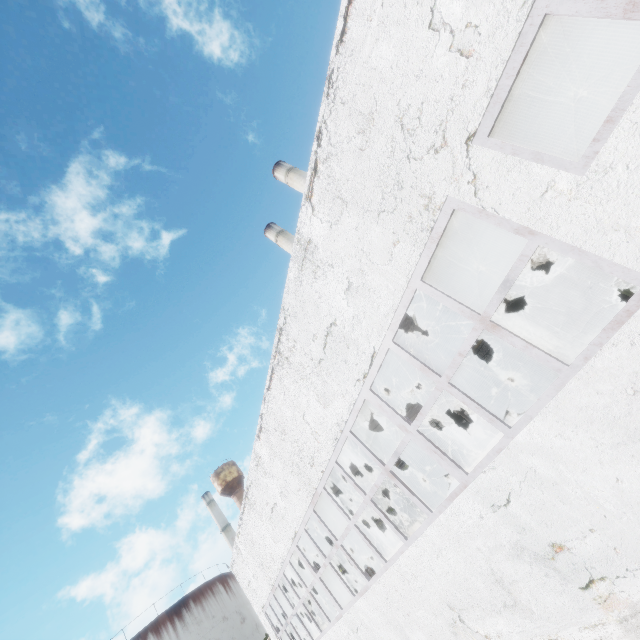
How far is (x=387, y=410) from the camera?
6.37m

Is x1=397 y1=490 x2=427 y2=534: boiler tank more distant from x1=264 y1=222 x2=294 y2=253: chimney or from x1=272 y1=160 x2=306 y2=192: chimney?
x1=272 y1=160 x2=306 y2=192: chimney

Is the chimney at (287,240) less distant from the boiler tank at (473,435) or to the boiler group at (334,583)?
the boiler tank at (473,435)

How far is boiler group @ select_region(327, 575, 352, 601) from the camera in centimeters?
1730cm

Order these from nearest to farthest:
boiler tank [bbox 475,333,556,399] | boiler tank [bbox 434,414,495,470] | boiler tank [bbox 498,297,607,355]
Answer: boiler tank [bbox 475,333,556,399] → boiler tank [bbox 498,297,607,355] → boiler tank [bbox 434,414,495,470]

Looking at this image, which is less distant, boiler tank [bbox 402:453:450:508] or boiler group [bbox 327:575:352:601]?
boiler tank [bbox 402:453:450:508]

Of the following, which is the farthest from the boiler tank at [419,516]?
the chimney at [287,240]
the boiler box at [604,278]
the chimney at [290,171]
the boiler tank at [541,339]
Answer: the boiler box at [604,278]
